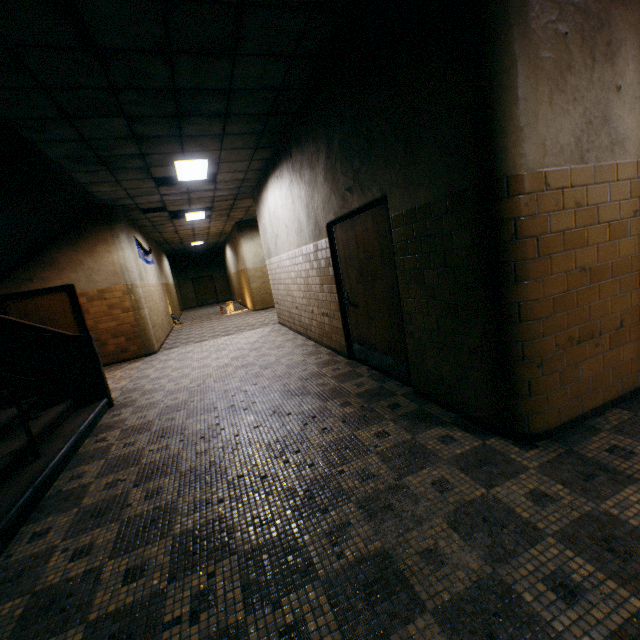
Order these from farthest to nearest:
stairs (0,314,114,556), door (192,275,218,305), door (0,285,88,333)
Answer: door (192,275,218,305), door (0,285,88,333), stairs (0,314,114,556)

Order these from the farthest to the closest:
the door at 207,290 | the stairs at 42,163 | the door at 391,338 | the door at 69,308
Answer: the door at 207,290
the door at 69,308
the stairs at 42,163
the door at 391,338

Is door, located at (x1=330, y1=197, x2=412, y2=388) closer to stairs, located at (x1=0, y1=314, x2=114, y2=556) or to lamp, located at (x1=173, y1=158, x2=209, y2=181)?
lamp, located at (x1=173, y1=158, x2=209, y2=181)

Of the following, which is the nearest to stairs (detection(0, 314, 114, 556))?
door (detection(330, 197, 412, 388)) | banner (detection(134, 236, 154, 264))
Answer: banner (detection(134, 236, 154, 264))

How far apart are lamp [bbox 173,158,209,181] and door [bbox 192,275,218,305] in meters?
18.5 m

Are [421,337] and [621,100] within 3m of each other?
yes

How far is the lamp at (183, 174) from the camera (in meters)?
6.25

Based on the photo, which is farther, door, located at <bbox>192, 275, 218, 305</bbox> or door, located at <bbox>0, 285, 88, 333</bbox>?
door, located at <bbox>192, 275, 218, 305</bbox>
